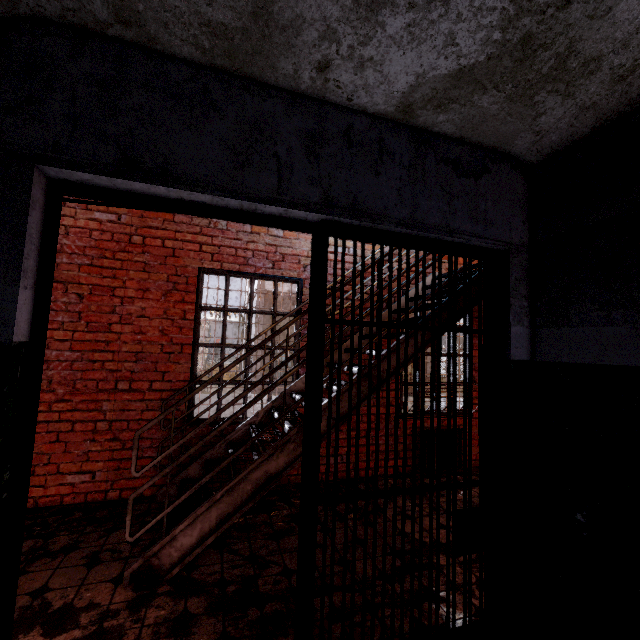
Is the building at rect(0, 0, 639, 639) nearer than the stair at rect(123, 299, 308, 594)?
Yes

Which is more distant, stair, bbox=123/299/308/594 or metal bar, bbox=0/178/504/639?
stair, bbox=123/299/308/594

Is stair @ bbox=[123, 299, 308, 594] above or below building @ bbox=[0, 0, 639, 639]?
below

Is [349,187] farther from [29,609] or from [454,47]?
[29,609]

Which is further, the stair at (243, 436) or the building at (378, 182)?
the stair at (243, 436)

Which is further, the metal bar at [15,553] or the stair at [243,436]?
the stair at [243,436]

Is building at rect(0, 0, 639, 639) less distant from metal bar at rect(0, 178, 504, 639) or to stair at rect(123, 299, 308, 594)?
metal bar at rect(0, 178, 504, 639)

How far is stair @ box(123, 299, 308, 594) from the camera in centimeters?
247cm
